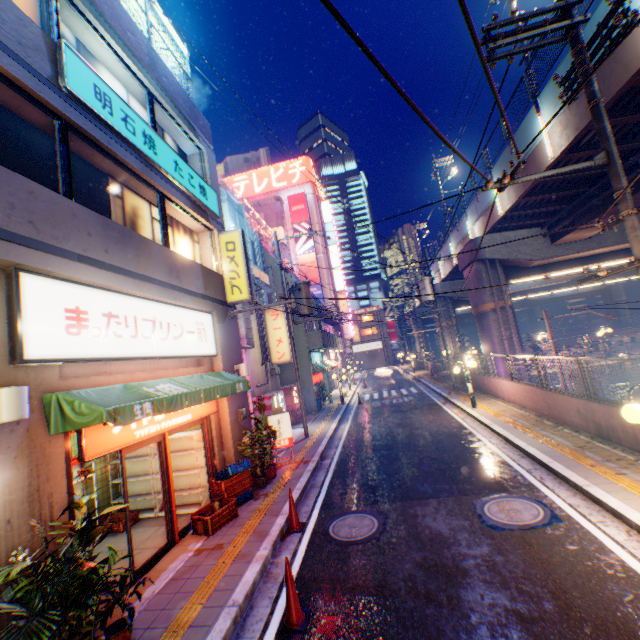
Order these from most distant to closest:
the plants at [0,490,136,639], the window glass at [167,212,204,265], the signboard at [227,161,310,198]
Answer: the signboard at [227,161,310,198] → the window glass at [167,212,204,265] → the plants at [0,490,136,639]

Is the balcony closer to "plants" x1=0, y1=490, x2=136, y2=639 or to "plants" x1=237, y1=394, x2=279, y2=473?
"plants" x1=237, y1=394, x2=279, y2=473

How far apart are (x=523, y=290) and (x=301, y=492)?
33.80m

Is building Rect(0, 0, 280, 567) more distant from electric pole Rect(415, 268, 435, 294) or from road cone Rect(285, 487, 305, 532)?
electric pole Rect(415, 268, 435, 294)

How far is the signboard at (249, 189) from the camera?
46.8 meters

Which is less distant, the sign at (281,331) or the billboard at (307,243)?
the sign at (281,331)

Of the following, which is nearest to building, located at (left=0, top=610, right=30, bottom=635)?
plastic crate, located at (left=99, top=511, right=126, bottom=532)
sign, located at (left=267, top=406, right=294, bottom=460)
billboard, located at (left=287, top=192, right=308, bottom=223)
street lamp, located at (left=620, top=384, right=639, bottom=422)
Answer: sign, located at (left=267, top=406, right=294, bottom=460)

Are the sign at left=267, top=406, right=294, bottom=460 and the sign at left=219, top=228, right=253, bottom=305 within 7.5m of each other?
yes
